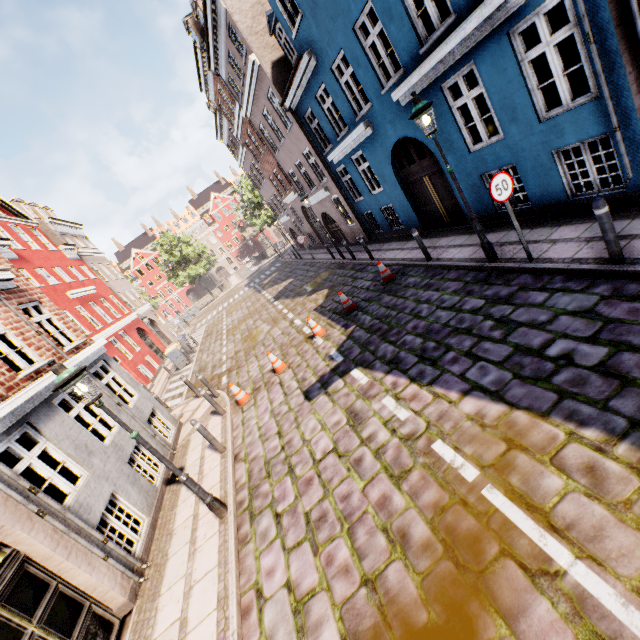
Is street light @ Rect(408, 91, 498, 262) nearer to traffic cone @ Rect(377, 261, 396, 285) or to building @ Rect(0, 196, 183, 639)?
building @ Rect(0, 196, 183, 639)

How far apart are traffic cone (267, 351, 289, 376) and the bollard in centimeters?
787cm

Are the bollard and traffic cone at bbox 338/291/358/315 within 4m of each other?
no

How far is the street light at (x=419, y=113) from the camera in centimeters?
623cm

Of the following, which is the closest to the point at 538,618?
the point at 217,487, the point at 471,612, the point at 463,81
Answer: the point at 471,612

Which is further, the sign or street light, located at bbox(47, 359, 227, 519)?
the sign

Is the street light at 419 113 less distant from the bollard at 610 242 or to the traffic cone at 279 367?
the bollard at 610 242

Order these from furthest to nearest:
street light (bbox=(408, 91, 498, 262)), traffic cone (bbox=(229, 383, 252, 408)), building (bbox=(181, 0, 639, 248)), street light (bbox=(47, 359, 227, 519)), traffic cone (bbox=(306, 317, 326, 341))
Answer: traffic cone (bbox=(306, 317, 326, 341)) → traffic cone (bbox=(229, 383, 252, 408)) → street light (bbox=(408, 91, 498, 262)) → building (bbox=(181, 0, 639, 248)) → street light (bbox=(47, 359, 227, 519))
